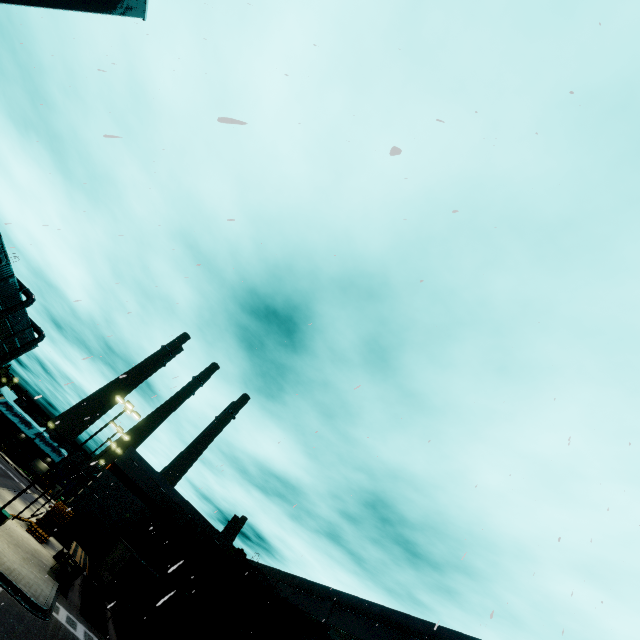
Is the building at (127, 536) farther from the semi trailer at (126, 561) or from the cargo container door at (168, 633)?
the cargo container door at (168, 633)

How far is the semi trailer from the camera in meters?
22.6

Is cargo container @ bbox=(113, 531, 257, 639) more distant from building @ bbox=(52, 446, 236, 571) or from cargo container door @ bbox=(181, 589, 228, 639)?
building @ bbox=(52, 446, 236, 571)

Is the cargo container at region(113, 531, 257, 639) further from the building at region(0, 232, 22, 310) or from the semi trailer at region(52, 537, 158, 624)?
the building at region(0, 232, 22, 310)

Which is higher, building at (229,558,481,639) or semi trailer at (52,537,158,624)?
building at (229,558,481,639)

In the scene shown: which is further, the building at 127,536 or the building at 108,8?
the building at 127,536

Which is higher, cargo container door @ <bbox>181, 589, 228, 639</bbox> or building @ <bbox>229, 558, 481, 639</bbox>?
building @ <bbox>229, 558, 481, 639</bbox>

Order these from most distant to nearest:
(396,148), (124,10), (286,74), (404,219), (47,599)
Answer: (47,599), (124,10), (286,74), (404,219), (396,148)
